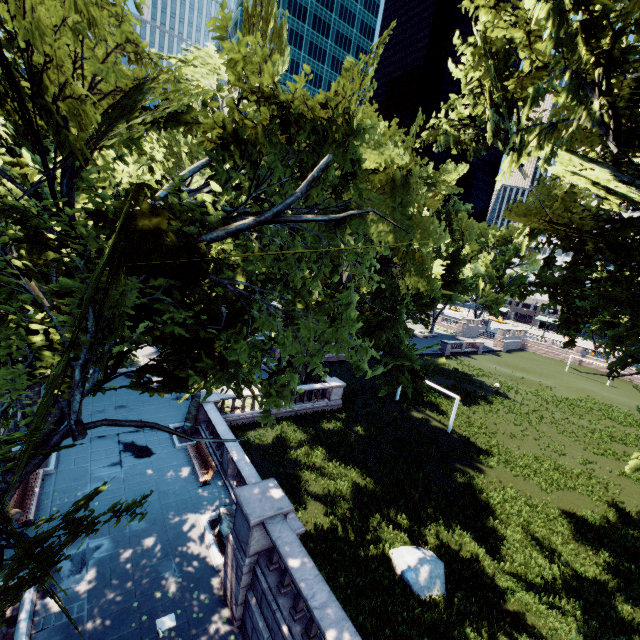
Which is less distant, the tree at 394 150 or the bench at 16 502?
the tree at 394 150

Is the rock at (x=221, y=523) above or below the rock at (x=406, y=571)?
above

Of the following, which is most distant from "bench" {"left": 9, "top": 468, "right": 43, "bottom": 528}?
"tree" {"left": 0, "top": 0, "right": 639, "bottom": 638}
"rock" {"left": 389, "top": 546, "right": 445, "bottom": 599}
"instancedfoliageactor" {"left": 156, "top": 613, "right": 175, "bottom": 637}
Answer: "rock" {"left": 389, "top": 546, "right": 445, "bottom": 599}

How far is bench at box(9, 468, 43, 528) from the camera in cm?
1166

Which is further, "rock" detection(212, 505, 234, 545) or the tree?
"rock" detection(212, 505, 234, 545)

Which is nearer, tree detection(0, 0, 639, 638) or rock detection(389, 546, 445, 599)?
tree detection(0, 0, 639, 638)

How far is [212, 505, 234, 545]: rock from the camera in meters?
12.3 m

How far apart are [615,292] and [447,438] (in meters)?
15.43
